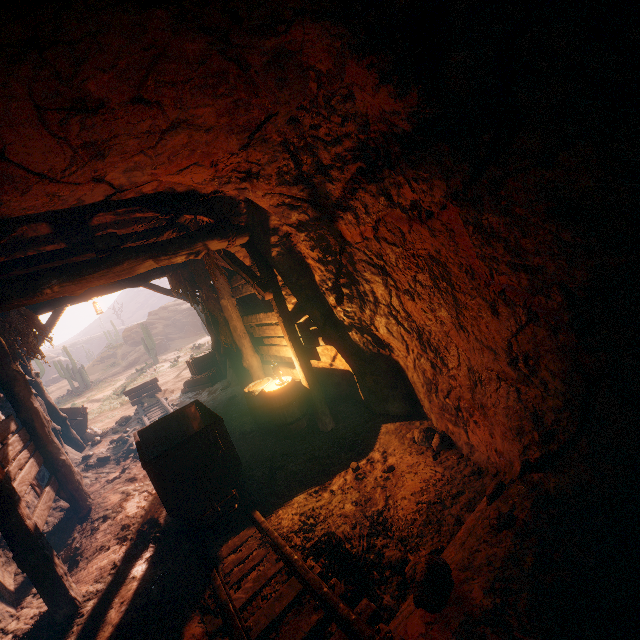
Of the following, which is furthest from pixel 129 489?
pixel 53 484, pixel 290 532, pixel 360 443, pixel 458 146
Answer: pixel 458 146

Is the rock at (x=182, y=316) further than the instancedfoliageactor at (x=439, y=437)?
Yes

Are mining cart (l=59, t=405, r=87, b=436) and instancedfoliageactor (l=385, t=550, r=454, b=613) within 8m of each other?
no

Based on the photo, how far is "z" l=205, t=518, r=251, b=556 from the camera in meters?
4.0

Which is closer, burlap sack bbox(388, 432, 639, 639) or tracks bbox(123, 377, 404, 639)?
burlap sack bbox(388, 432, 639, 639)

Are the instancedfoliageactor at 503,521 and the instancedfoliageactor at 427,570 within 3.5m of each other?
yes

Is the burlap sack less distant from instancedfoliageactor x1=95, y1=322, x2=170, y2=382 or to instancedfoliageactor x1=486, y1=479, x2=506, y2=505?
instancedfoliageactor x1=486, y1=479, x2=506, y2=505

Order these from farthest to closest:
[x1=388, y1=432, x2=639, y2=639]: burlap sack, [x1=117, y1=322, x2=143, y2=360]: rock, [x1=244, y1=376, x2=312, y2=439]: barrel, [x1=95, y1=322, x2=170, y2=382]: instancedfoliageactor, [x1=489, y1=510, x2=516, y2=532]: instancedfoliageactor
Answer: [x1=117, y1=322, x2=143, y2=360]: rock, [x1=95, y1=322, x2=170, y2=382]: instancedfoliageactor, [x1=244, y1=376, x2=312, y2=439]: barrel, [x1=489, y1=510, x2=516, y2=532]: instancedfoliageactor, [x1=388, y1=432, x2=639, y2=639]: burlap sack
